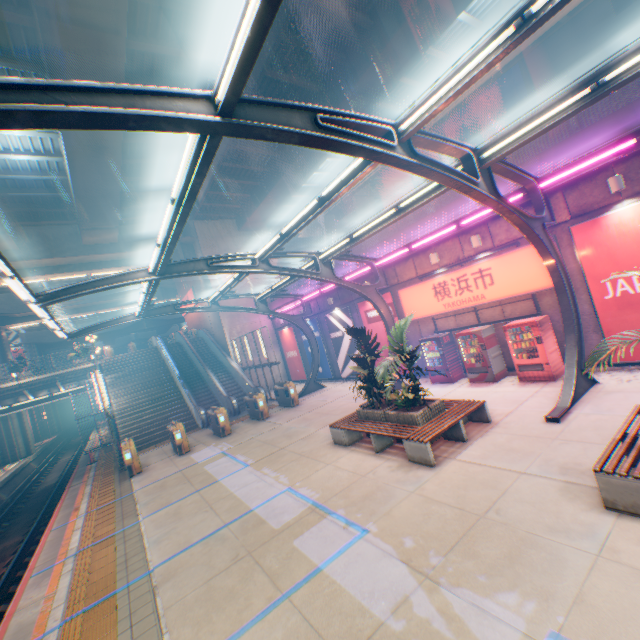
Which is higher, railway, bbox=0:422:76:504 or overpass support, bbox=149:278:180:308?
overpass support, bbox=149:278:180:308

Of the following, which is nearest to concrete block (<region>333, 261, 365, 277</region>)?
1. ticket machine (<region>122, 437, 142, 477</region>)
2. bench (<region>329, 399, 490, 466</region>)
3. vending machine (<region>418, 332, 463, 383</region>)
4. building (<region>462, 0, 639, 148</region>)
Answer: vending machine (<region>418, 332, 463, 383</region>)

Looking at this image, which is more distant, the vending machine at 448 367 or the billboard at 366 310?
the billboard at 366 310

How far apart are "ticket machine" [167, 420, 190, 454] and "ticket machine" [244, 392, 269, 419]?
3.50m

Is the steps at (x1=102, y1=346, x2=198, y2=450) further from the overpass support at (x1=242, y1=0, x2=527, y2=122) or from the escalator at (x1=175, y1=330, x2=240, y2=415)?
the overpass support at (x1=242, y1=0, x2=527, y2=122)

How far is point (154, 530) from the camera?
8.0 meters

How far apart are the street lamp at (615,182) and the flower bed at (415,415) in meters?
7.3

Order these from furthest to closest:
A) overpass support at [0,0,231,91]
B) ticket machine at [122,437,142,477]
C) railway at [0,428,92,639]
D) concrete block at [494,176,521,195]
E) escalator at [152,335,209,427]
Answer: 1. escalator at [152,335,209,427]
2. ticket machine at [122,437,142,477]
3. concrete block at [494,176,521,195]
4. overpass support at [0,0,231,91]
5. railway at [0,428,92,639]
